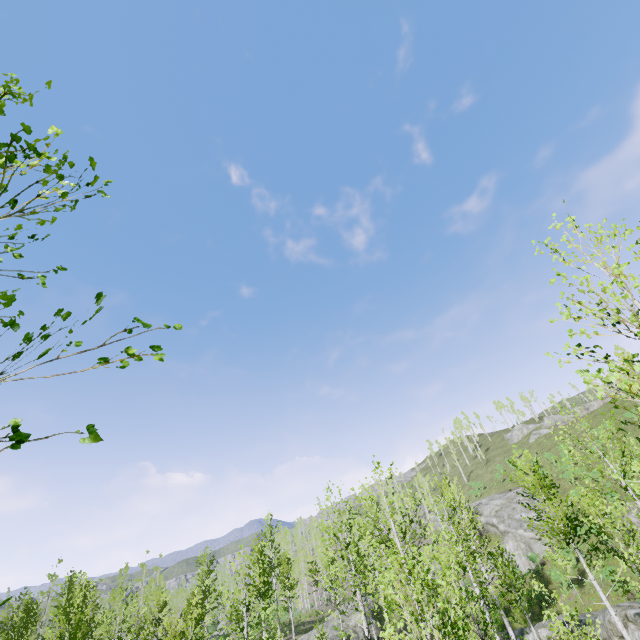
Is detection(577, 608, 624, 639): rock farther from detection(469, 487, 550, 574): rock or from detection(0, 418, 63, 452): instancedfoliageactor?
detection(469, 487, 550, 574): rock

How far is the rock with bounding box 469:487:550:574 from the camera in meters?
33.6 m

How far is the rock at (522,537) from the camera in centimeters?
3362cm

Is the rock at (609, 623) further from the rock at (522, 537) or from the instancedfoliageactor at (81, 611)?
the rock at (522, 537)

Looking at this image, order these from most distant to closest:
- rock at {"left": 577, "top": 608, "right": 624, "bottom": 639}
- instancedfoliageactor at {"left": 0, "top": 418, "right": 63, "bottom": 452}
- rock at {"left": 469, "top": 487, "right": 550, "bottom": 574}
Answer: rock at {"left": 469, "top": 487, "right": 550, "bottom": 574}
rock at {"left": 577, "top": 608, "right": 624, "bottom": 639}
instancedfoliageactor at {"left": 0, "top": 418, "right": 63, "bottom": 452}

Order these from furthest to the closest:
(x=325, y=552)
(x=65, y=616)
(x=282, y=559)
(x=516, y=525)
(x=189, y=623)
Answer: (x=282, y=559), (x=516, y=525), (x=189, y=623), (x=65, y=616), (x=325, y=552)

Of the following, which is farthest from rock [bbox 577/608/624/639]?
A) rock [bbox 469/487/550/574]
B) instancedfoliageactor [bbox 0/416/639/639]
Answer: rock [bbox 469/487/550/574]
